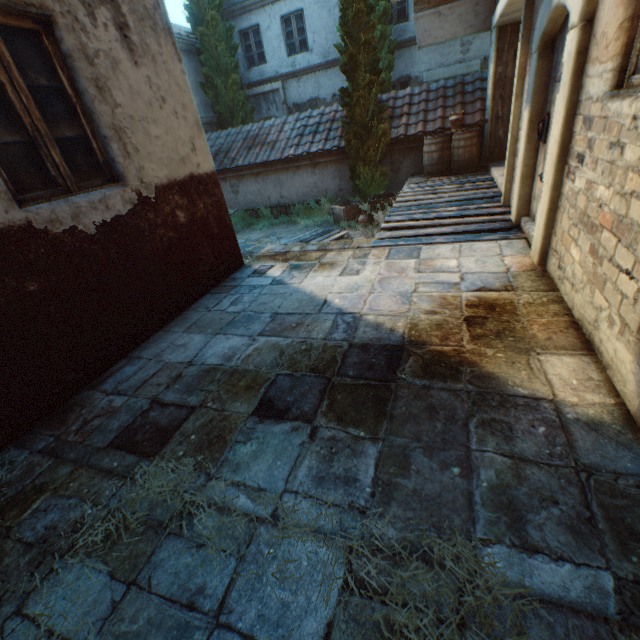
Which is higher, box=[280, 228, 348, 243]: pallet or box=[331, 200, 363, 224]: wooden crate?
box=[331, 200, 363, 224]: wooden crate

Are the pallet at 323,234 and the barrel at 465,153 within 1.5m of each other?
no

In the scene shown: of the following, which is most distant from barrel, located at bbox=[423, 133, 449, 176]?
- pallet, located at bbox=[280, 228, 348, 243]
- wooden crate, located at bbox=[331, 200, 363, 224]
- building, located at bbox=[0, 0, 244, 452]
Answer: building, located at bbox=[0, 0, 244, 452]

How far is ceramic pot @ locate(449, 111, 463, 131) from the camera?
8.2m

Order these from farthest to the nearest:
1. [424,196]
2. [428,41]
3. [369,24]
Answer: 1. [428,41]
2. [369,24]
3. [424,196]

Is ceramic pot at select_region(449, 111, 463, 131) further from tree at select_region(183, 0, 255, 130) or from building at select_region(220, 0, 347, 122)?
building at select_region(220, 0, 347, 122)

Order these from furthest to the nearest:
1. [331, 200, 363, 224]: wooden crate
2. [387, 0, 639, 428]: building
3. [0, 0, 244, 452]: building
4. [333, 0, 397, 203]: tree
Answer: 1. [331, 200, 363, 224]: wooden crate
2. [333, 0, 397, 203]: tree
3. [0, 0, 244, 452]: building
4. [387, 0, 639, 428]: building

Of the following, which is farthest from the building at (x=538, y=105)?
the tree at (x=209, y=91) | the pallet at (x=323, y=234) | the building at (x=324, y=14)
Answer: the pallet at (x=323, y=234)
